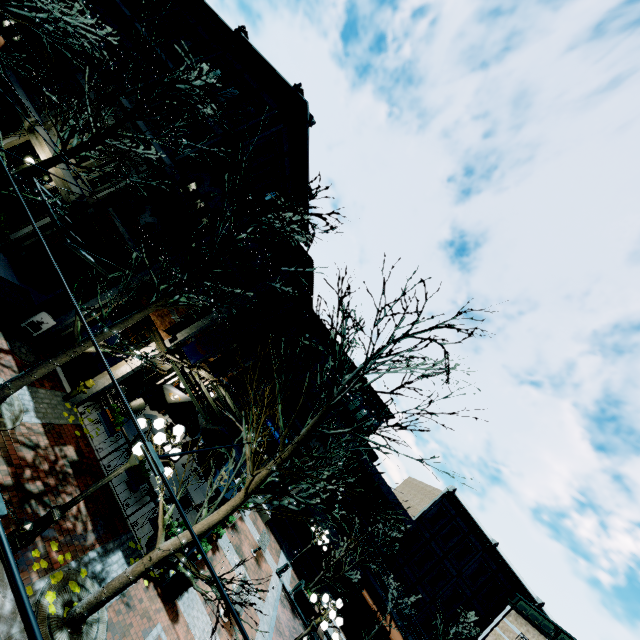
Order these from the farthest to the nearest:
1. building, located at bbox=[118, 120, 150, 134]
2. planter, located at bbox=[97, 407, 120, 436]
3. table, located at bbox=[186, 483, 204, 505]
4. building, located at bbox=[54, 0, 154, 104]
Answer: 1. building, located at bbox=[54, 0, 154, 104]
2. building, located at bbox=[118, 120, 150, 134]
3. table, located at bbox=[186, 483, 204, 505]
4. planter, located at bbox=[97, 407, 120, 436]

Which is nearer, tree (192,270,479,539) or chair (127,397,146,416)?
tree (192,270,479,539)

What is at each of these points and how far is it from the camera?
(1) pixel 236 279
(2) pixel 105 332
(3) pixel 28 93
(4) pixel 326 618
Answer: (1) building, 12.7m
(2) tree, 8.6m
(3) building, 15.7m
(4) light, 10.7m

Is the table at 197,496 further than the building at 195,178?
No

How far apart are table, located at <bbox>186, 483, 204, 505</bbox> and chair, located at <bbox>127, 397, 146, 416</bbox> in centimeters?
314cm

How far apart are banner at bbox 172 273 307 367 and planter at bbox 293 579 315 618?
16.1 meters

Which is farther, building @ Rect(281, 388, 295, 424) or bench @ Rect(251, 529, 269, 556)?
building @ Rect(281, 388, 295, 424)

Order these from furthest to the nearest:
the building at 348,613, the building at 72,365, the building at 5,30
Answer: the building at 348,613
the building at 5,30
the building at 72,365
